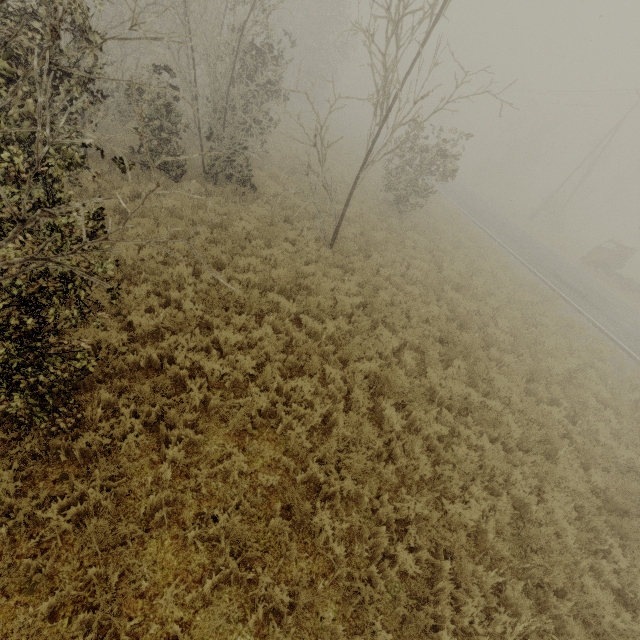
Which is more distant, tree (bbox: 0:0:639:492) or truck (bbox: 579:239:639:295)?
truck (bbox: 579:239:639:295)

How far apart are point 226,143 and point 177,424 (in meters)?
10.71

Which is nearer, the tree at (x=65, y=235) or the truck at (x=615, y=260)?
the tree at (x=65, y=235)
